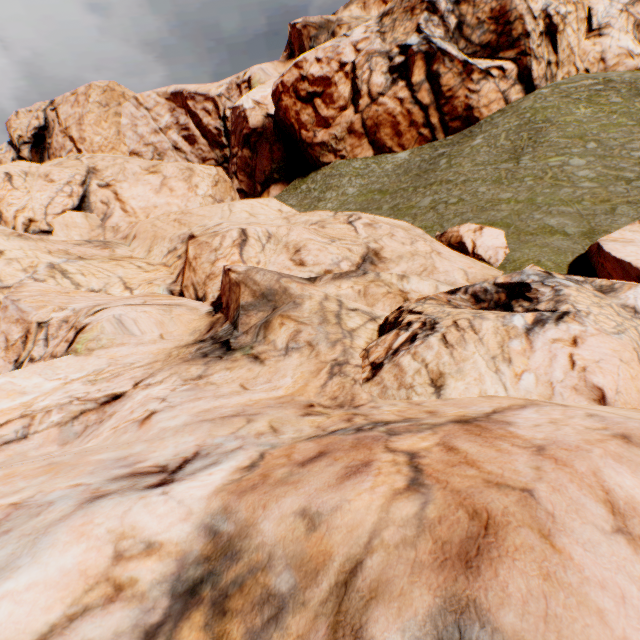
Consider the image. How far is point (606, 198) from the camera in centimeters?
1538cm
